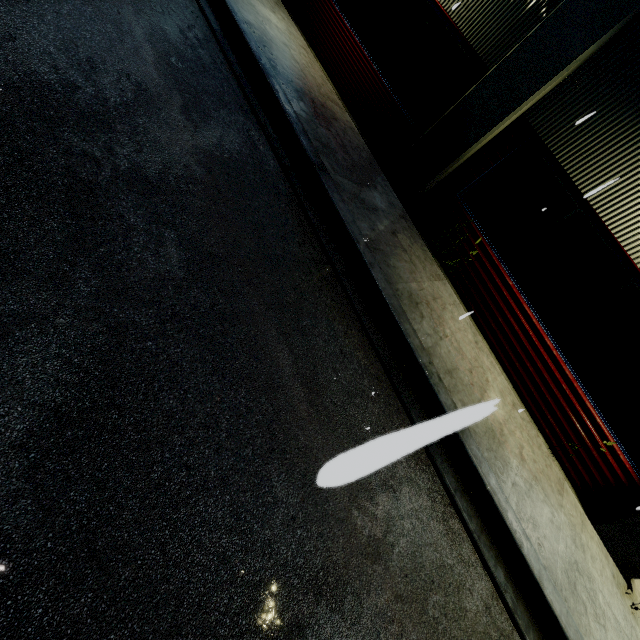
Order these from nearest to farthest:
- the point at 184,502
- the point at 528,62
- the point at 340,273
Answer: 1. the point at 184,502
2. the point at 340,273
3. the point at 528,62
